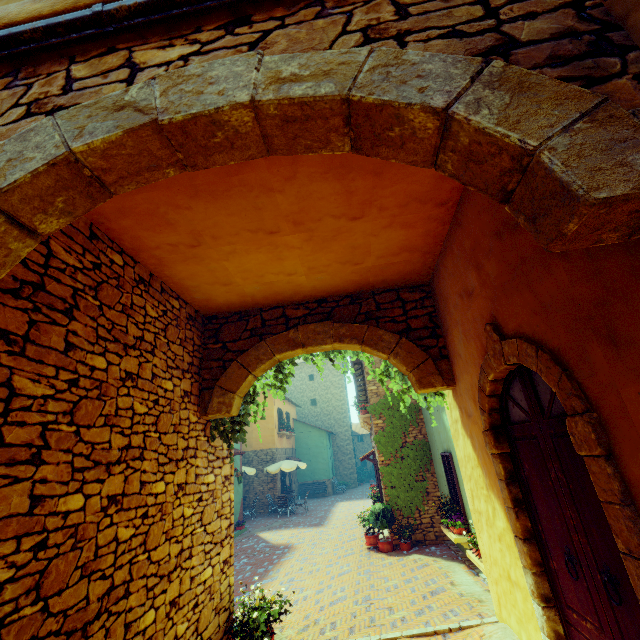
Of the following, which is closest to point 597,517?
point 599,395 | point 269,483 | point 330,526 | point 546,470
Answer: point 546,470

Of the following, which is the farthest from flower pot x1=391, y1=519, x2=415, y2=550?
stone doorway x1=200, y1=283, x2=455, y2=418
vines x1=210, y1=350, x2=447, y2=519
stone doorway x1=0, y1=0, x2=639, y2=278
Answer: stone doorway x1=0, y1=0, x2=639, y2=278

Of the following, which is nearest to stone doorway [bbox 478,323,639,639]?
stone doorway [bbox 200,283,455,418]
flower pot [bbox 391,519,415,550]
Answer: stone doorway [bbox 200,283,455,418]

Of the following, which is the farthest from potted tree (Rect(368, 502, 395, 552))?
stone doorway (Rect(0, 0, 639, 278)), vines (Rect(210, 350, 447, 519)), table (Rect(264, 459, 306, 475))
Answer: stone doorway (Rect(0, 0, 639, 278))

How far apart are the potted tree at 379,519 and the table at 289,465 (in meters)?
8.72

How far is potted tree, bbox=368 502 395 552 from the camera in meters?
10.0

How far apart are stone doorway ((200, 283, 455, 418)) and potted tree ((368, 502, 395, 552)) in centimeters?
724cm

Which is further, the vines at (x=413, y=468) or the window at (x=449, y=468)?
the window at (x=449, y=468)
